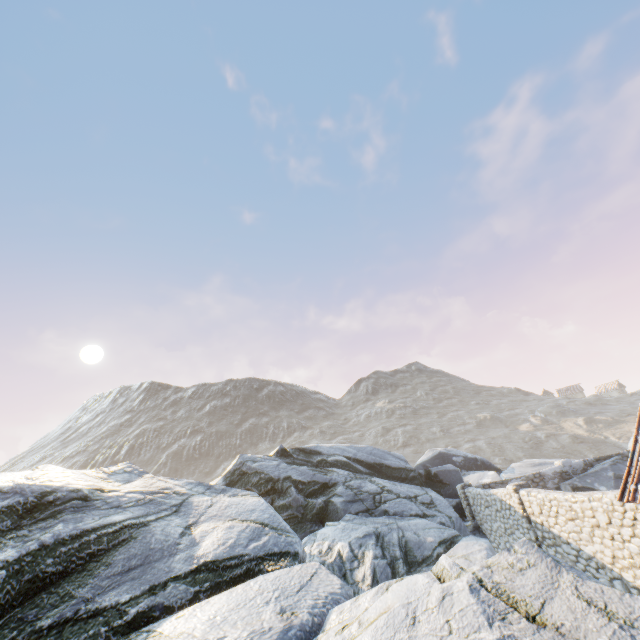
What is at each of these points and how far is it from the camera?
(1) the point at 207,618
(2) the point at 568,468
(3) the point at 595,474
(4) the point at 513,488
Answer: (1) rock, 5.0m
(2) stone column, 18.8m
(3) rock, 17.9m
(4) stone column, 12.8m

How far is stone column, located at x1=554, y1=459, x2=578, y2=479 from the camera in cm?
1859

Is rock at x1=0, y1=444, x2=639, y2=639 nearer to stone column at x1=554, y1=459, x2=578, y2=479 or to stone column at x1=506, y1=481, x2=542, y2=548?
stone column at x1=554, y1=459, x2=578, y2=479

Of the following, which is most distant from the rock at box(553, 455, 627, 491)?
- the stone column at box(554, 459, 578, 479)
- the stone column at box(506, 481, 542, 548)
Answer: the stone column at box(506, 481, 542, 548)

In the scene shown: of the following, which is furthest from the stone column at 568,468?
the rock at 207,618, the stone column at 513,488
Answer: the stone column at 513,488

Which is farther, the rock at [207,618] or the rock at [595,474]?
Result: the rock at [595,474]

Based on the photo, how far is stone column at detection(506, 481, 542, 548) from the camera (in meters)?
12.08
